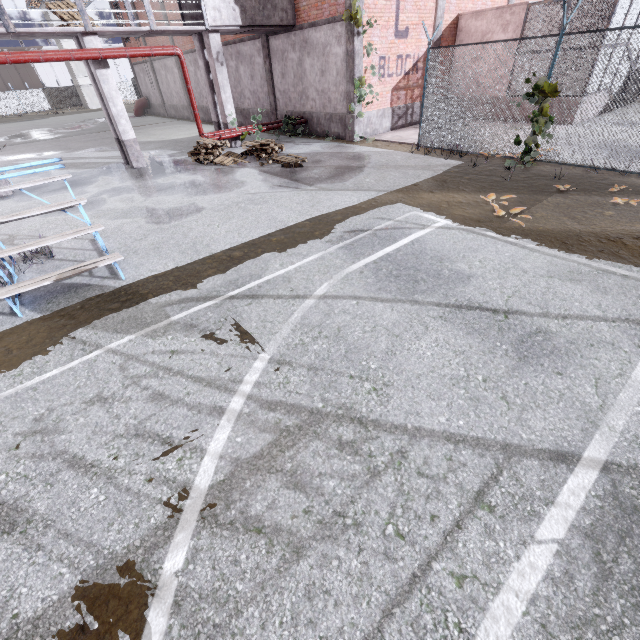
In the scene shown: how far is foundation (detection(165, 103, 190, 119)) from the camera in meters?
25.6

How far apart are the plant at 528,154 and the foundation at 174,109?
25.0 meters

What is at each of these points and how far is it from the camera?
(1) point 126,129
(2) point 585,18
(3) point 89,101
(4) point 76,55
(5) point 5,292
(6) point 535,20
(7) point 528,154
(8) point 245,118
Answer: (1) column, 11.9m
(2) metal cage, 11.7m
(3) building, 48.8m
(4) pipe, 9.8m
(5) bleachers, 4.6m
(6) metal cage, 12.7m
(7) plant, 9.1m
(8) foundation, 19.6m

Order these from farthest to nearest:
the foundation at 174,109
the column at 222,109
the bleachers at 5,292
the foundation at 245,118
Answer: the foundation at 174,109 < the foundation at 245,118 < the column at 222,109 < the bleachers at 5,292

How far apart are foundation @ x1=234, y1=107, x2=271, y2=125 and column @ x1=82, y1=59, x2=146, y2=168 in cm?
794

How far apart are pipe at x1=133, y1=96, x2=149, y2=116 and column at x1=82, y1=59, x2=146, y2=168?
24.67m

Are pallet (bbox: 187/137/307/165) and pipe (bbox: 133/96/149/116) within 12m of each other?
no

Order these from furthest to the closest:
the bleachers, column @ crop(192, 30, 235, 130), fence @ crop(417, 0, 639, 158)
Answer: column @ crop(192, 30, 235, 130), fence @ crop(417, 0, 639, 158), the bleachers
